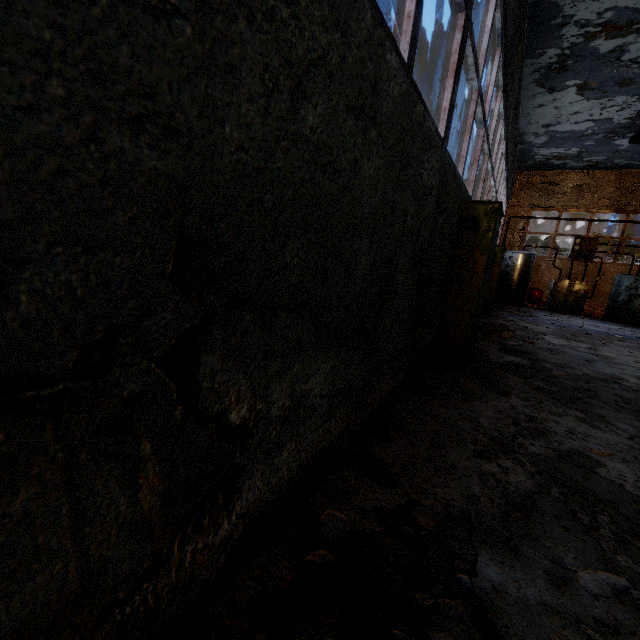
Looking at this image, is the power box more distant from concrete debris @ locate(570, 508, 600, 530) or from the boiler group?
the boiler group

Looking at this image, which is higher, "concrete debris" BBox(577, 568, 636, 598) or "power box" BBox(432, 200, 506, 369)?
"power box" BBox(432, 200, 506, 369)

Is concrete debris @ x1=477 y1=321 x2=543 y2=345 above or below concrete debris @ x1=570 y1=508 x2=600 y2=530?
above

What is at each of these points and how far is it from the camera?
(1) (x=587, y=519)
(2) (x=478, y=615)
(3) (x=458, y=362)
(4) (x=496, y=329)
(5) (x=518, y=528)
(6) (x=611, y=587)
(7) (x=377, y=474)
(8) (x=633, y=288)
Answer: (1) concrete debris, 2.04m
(2) concrete debris, 1.39m
(3) power box, 4.94m
(4) concrete debris, 7.99m
(5) concrete debris, 1.94m
(6) concrete debris, 1.63m
(7) concrete debris, 2.28m
(8) boiler group, 13.80m

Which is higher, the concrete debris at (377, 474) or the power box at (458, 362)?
the power box at (458, 362)

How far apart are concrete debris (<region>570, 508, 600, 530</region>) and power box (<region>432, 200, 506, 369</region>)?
2.9 meters

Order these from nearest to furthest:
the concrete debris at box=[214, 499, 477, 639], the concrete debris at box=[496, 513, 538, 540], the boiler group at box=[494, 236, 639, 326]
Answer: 1. the concrete debris at box=[214, 499, 477, 639]
2. the concrete debris at box=[496, 513, 538, 540]
3. the boiler group at box=[494, 236, 639, 326]

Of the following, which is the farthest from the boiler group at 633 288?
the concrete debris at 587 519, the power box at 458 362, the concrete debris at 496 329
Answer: the concrete debris at 587 519
